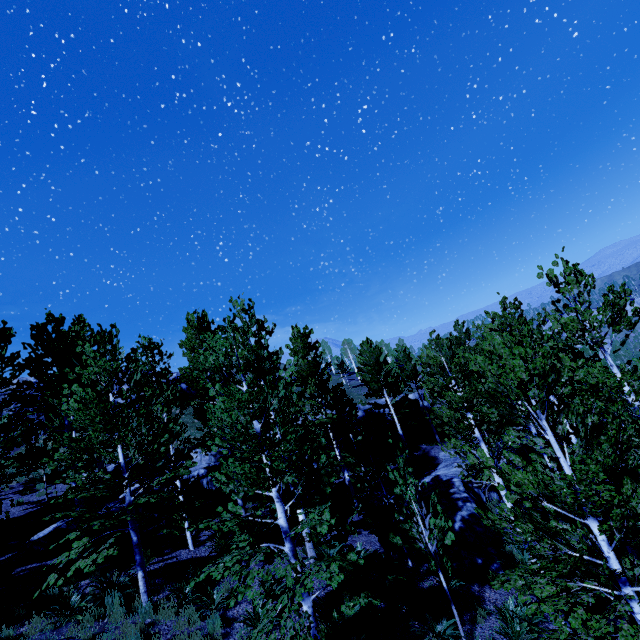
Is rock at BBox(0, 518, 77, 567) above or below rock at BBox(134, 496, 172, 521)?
above

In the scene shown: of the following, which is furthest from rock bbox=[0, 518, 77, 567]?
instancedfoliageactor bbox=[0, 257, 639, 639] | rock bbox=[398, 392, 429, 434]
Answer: instancedfoliageactor bbox=[0, 257, 639, 639]

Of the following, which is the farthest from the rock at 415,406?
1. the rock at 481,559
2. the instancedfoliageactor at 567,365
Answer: the rock at 481,559

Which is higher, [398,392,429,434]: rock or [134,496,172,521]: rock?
[134,496,172,521]: rock

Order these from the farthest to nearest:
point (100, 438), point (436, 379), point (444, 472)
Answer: point (436, 379), point (444, 472), point (100, 438)

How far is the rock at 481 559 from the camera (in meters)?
11.33

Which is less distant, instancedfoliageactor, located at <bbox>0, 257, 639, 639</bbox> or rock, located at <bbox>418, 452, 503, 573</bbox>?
instancedfoliageactor, located at <bbox>0, 257, 639, 639</bbox>

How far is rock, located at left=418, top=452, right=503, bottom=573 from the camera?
11.3m
